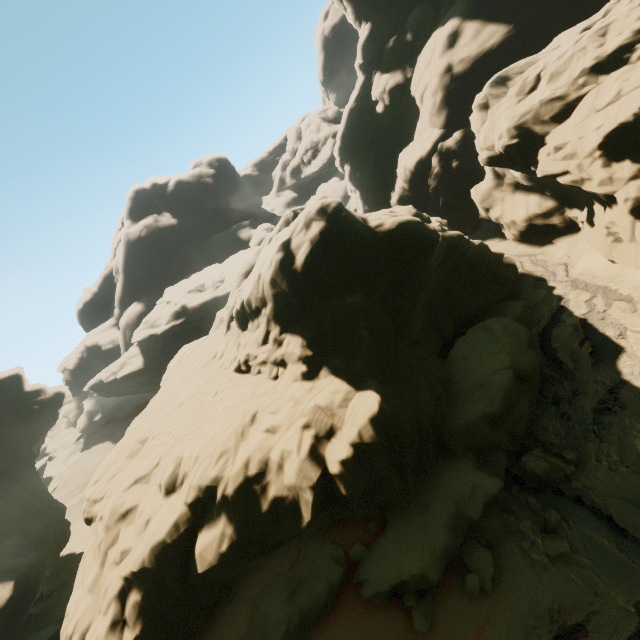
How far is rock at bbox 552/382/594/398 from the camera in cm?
1191

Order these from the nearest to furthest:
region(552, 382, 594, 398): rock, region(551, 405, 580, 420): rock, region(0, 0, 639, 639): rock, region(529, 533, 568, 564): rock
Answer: region(529, 533, 568, 564): rock < region(0, 0, 639, 639): rock < region(551, 405, 580, 420): rock < region(552, 382, 594, 398): rock

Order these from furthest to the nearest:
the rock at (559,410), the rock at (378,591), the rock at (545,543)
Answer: the rock at (559,410), the rock at (378,591), the rock at (545,543)

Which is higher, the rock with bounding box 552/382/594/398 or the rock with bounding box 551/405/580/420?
the rock with bounding box 552/382/594/398

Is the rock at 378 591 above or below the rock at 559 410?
above

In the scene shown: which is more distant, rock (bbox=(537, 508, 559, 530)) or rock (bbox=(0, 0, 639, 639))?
rock (bbox=(0, 0, 639, 639))

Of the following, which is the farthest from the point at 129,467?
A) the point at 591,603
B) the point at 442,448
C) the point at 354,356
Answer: the point at 591,603
